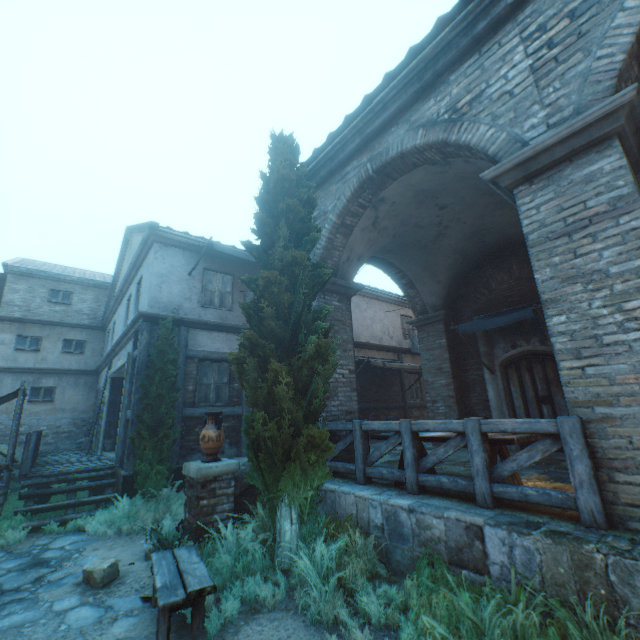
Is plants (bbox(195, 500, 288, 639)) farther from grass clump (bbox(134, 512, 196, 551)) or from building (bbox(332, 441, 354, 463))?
building (bbox(332, 441, 354, 463))

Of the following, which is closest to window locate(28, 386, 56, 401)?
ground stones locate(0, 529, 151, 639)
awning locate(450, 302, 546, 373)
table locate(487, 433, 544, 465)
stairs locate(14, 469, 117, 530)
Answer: stairs locate(14, 469, 117, 530)

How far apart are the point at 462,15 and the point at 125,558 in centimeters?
982cm

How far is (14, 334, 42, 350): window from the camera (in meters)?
16.02

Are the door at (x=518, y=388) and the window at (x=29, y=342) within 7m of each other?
no

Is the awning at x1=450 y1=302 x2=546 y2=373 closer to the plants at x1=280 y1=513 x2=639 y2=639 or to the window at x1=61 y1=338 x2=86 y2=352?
the plants at x1=280 y1=513 x2=639 y2=639

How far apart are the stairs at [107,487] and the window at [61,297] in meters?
12.8

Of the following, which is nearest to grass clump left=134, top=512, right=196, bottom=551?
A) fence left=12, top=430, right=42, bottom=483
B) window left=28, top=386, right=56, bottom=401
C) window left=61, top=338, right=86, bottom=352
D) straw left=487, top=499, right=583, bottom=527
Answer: straw left=487, top=499, right=583, bottom=527
